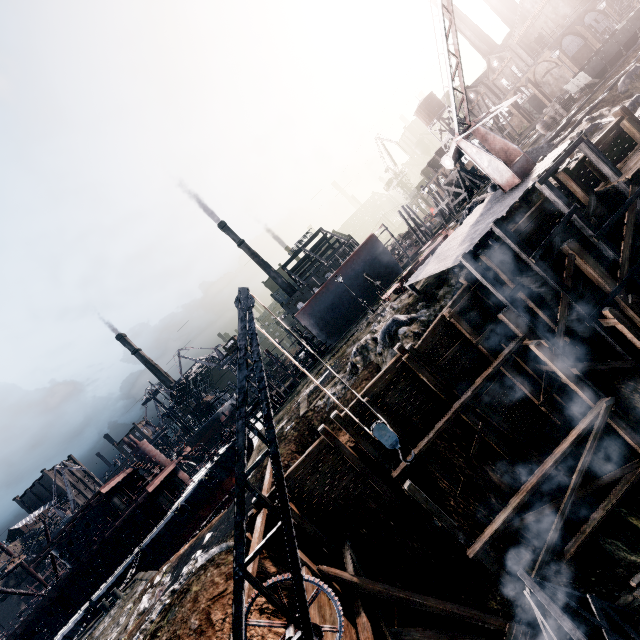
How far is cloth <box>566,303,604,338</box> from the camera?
15.30m

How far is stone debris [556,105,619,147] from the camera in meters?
21.0

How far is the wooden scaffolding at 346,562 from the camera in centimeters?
1330cm

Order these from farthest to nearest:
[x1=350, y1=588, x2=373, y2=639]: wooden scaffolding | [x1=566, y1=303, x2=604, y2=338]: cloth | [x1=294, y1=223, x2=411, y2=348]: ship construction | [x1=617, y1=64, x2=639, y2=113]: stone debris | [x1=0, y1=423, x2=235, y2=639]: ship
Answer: [x1=294, y1=223, x2=411, y2=348]: ship construction < [x1=0, y1=423, x2=235, y2=639]: ship < [x1=617, y1=64, x2=639, y2=113]: stone debris < [x1=566, y1=303, x2=604, y2=338]: cloth < [x1=350, y1=588, x2=373, y2=639]: wooden scaffolding

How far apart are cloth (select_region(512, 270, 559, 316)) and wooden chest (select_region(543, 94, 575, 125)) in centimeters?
2930cm

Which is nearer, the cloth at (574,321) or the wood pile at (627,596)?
the wood pile at (627,596)

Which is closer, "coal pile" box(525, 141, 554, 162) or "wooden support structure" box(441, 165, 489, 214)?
"coal pile" box(525, 141, 554, 162)

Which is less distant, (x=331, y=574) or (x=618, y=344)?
(x=331, y=574)
